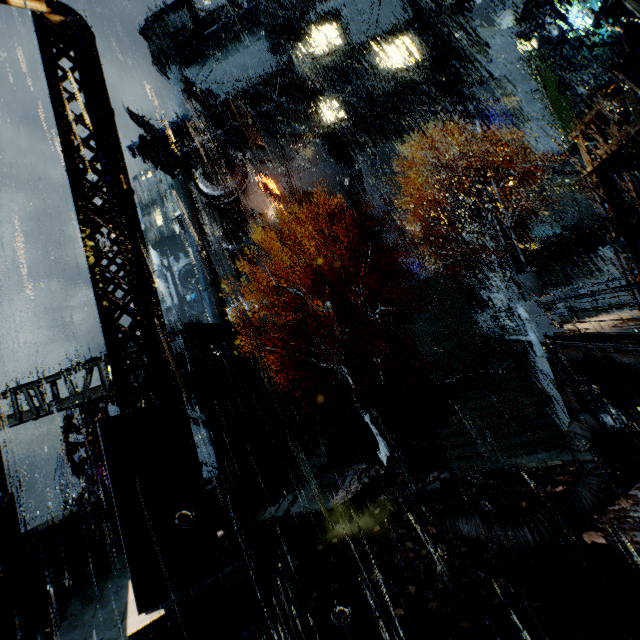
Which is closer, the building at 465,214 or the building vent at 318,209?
the building at 465,214

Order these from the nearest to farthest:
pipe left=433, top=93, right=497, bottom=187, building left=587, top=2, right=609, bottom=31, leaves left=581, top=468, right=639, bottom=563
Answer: leaves left=581, top=468, right=639, bottom=563, building left=587, top=2, right=609, bottom=31, pipe left=433, top=93, right=497, bottom=187

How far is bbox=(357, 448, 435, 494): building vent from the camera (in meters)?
13.47

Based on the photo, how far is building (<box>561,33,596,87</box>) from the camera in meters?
14.5

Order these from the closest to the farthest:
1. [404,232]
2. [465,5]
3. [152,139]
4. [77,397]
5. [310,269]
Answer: [77,397]
[404,232]
[310,269]
[152,139]
[465,5]

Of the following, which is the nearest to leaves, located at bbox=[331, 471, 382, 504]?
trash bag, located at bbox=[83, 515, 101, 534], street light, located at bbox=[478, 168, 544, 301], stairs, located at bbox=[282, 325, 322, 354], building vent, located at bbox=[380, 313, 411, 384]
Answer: stairs, located at bbox=[282, 325, 322, 354]

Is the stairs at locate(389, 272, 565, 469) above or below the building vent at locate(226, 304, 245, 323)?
below

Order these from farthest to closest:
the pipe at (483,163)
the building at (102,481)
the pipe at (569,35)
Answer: the pipe at (483,163)
the pipe at (569,35)
the building at (102,481)
